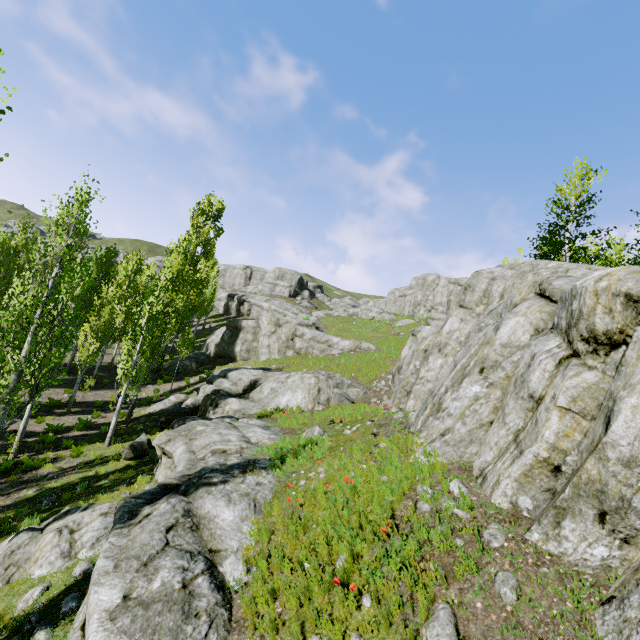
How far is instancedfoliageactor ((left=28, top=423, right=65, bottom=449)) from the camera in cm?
1510

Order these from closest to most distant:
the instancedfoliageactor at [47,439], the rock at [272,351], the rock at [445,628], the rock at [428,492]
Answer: the rock at [445,628], the rock at [428,492], the instancedfoliageactor at [47,439], the rock at [272,351]

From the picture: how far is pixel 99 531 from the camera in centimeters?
758cm

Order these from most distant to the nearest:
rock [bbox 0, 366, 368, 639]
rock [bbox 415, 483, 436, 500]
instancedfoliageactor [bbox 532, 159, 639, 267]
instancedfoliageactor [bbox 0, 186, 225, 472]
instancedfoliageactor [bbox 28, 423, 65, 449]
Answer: instancedfoliageactor [bbox 532, 159, 639, 267]
instancedfoliageactor [bbox 28, 423, 65, 449]
instancedfoliageactor [bbox 0, 186, 225, 472]
rock [bbox 415, 483, 436, 500]
rock [bbox 0, 366, 368, 639]

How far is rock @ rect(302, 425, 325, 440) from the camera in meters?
10.5

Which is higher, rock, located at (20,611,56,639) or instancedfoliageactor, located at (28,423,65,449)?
rock, located at (20,611,56,639)

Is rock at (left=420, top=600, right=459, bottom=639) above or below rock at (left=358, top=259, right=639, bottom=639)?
below

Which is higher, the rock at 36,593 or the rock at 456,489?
the rock at 456,489
